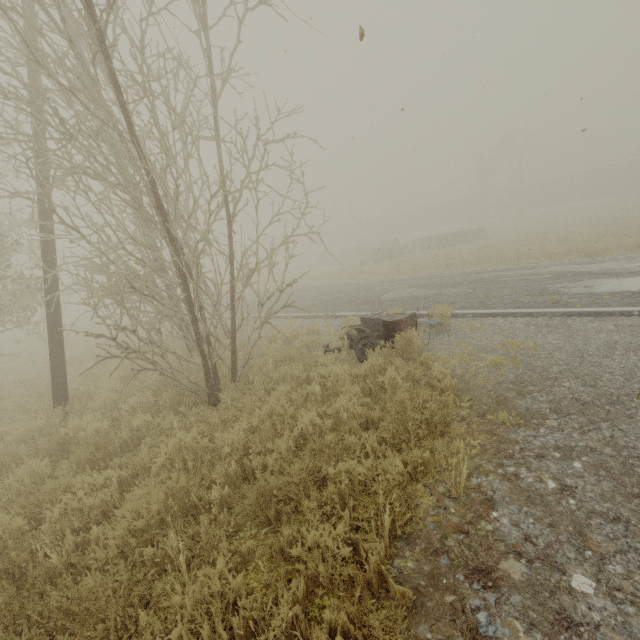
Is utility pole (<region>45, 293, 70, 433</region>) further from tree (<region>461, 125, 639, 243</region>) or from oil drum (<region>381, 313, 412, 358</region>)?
tree (<region>461, 125, 639, 243</region>)

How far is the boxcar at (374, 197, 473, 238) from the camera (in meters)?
52.25

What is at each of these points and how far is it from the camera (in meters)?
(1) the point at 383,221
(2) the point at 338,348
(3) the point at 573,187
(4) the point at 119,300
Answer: (1) boxcar, 58.72
(2) rubber tire, 7.79
(3) boxcar, 47.16
(4) tree, 4.96

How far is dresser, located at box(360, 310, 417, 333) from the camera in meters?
8.3 m

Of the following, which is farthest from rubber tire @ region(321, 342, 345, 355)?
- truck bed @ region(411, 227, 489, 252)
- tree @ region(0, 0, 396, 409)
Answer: truck bed @ region(411, 227, 489, 252)

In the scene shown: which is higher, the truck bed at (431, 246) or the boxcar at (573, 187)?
the boxcar at (573, 187)

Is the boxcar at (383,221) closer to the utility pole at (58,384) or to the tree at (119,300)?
the tree at (119,300)

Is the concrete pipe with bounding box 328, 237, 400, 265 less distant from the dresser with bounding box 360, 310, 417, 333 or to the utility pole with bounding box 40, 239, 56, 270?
the dresser with bounding box 360, 310, 417, 333
